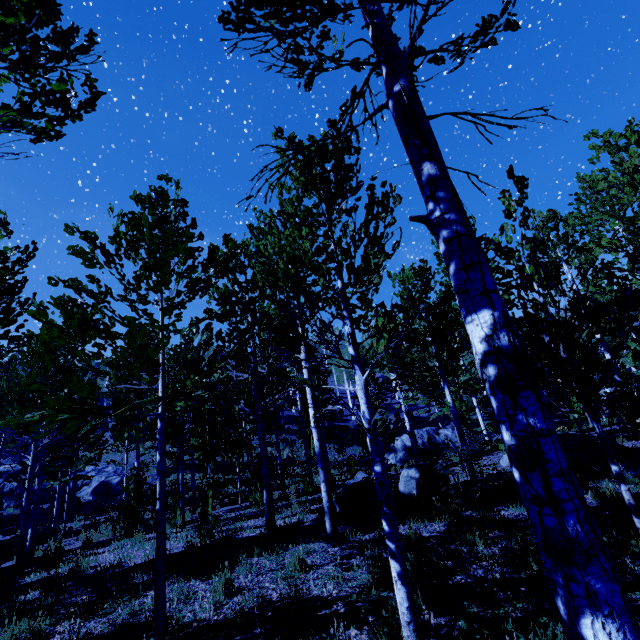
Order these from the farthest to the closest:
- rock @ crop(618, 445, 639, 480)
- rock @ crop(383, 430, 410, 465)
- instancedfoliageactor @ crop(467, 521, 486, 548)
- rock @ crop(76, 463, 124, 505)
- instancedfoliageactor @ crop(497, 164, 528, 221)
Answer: rock @ crop(76, 463, 124, 505) < rock @ crop(383, 430, 410, 465) < rock @ crop(618, 445, 639, 480) < instancedfoliageactor @ crop(467, 521, 486, 548) < instancedfoliageactor @ crop(497, 164, 528, 221)

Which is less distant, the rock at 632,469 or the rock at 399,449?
the rock at 632,469

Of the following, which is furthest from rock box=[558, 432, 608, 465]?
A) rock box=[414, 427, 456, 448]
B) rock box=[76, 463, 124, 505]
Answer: rock box=[76, 463, 124, 505]

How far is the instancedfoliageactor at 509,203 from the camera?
4.00m

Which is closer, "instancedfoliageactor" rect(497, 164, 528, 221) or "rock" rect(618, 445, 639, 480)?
"instancedfoliageactor" rect(497, 164, 528, 221)

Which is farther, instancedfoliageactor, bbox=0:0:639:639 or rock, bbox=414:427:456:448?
rock, bbox=414:427:456:448

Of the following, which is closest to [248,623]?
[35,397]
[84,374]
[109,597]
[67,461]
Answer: [109,597]
